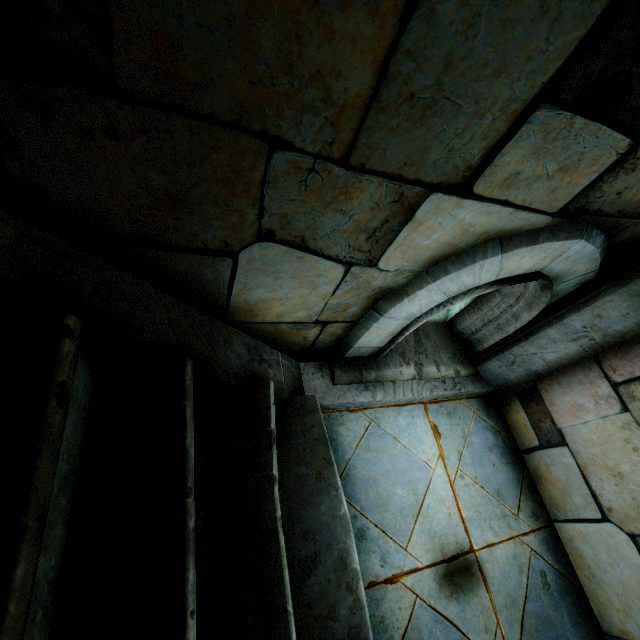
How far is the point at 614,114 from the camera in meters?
0.9
